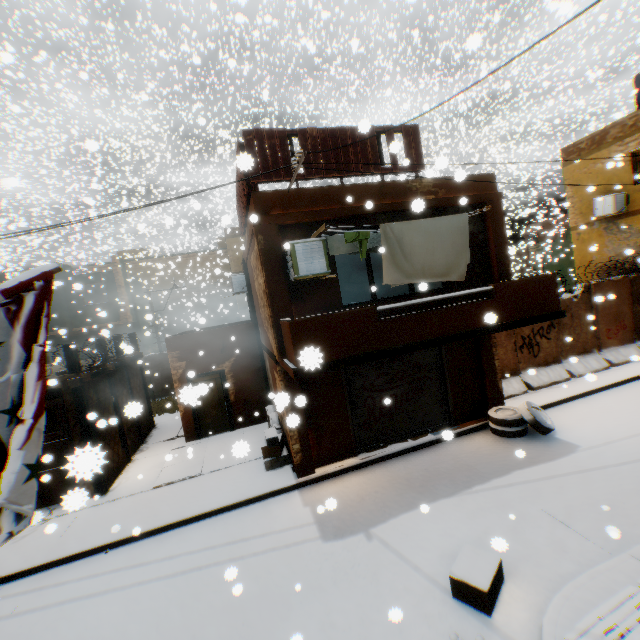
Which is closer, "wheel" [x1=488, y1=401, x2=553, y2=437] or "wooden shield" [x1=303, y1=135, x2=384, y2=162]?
"wooden shield" [x1=303, y1=135, x2=384, y2=162]

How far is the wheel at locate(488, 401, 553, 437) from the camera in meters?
8.9 m

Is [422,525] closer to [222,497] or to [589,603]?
[589,603]

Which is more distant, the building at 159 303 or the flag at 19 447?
the building at 159 303

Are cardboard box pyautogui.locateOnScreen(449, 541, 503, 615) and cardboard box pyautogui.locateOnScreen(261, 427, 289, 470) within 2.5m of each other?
no

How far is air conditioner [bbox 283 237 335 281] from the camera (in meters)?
7.00

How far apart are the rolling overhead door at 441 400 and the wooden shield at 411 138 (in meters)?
0.33

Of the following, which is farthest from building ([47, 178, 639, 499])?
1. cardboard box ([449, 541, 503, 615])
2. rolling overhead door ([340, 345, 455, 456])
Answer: cardboard box ([449, 541, 503, 615])
